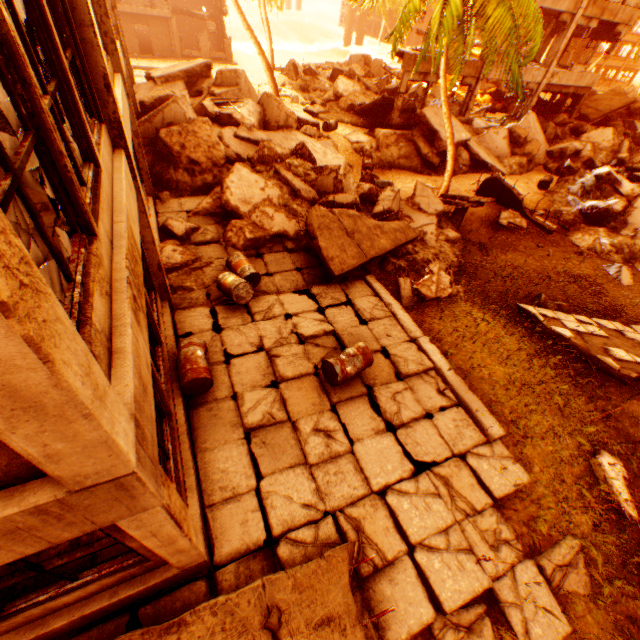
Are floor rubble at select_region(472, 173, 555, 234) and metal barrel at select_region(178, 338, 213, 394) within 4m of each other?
no

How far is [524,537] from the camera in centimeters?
503cm

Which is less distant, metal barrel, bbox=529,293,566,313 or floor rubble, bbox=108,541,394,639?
floor rubble, bbox=108,541,394,639

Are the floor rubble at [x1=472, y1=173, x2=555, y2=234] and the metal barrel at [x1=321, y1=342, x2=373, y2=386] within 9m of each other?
no

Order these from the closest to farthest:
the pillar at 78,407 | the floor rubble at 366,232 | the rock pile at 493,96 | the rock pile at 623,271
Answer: the pillar at 78,407
the floor rubble at 366,232
the rock pile at 623,271
the rock pile at 493,96

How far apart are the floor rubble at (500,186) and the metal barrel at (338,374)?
10.7 meters

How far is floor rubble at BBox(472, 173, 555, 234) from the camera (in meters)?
13.52

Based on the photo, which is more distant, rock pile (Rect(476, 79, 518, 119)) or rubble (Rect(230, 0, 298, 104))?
rock pile (Rect(476, 79, 518, 119))
